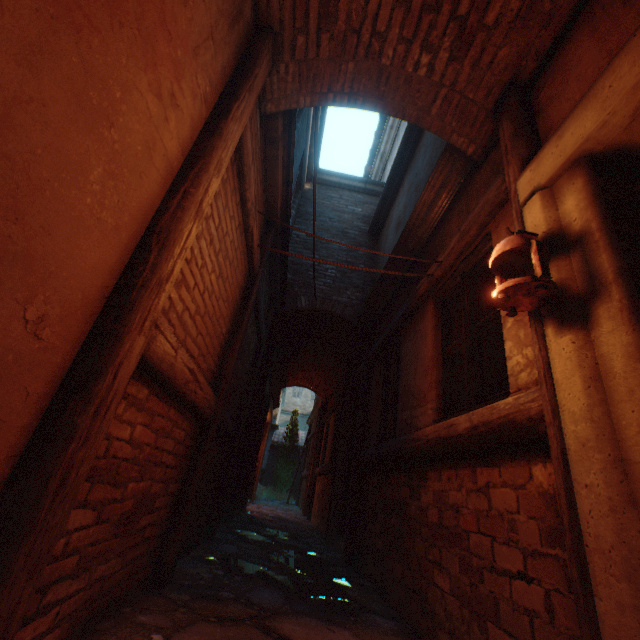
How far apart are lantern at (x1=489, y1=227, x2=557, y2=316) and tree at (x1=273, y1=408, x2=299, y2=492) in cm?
1925

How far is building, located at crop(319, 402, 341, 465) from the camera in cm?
828

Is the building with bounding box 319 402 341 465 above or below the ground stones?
above

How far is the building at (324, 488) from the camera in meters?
7.2

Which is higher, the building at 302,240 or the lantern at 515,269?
the building at 302,240

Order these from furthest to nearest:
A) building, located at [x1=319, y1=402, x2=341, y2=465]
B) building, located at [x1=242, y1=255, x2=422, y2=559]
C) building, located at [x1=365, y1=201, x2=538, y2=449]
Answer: building, located at [x1=319, y1=402, x2=341, y2=465]
building, located at [x1=242, y1=255, x2=422, y2=559]
building, located at [x1=365, y1=201, x2=538, y2=449]

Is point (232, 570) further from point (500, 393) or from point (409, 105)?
point (409, 105)

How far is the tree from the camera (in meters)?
18.69
